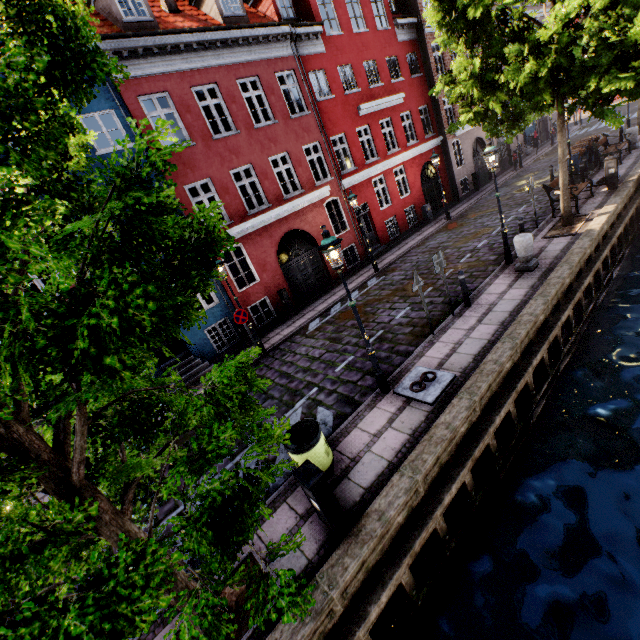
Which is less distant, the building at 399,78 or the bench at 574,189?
the building at 399,78

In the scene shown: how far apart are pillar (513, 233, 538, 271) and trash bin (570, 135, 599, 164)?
12.20m

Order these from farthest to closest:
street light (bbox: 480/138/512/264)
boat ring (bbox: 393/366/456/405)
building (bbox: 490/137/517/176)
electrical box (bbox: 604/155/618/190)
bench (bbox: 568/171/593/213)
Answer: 1. building (bbox: 490/137/517/176)
2. electrical box (bbox: 604/155/618/190)
3. bench (bbox: 568/171/593/213)
4. street light (bbox: 480/138/512/264)
5. boat ring (bbox: 393/366/456/405)

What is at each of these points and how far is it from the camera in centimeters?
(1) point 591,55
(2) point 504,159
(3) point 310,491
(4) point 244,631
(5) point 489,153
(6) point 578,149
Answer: (1) tree, 886cm
(2) building, 2670cm
(3) electrical box, 440cm
(4) tree planter, 423cm
(5) street light, 944cm
(6) trash bin, 1622cm

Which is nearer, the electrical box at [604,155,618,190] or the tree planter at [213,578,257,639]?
the tree planter at [213,578,257,639]

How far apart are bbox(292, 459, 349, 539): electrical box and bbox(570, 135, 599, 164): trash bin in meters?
21.7

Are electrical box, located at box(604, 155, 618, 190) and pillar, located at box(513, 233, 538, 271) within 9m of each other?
yes

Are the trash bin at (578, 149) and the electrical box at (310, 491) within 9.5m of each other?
no
